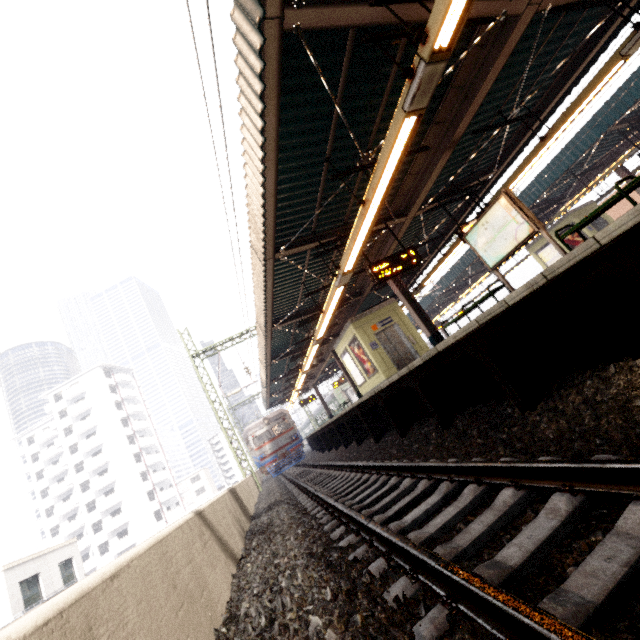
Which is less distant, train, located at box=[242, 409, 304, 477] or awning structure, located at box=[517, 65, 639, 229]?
awning structure, located at box=[517, 65, 639, 229]

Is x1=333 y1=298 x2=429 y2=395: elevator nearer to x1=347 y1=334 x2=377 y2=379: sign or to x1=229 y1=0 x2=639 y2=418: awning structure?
x1=347 y1=334 x2=377 y2=379: sign

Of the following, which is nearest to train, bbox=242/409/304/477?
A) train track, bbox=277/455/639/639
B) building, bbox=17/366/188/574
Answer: train track, bbox=277/455/639/639

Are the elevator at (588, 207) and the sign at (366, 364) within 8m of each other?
no

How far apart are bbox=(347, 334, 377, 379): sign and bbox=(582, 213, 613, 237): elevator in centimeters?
1504cm

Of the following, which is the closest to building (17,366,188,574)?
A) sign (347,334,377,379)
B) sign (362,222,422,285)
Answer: sign (347,334,377,379)

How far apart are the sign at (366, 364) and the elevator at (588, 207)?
15.0m

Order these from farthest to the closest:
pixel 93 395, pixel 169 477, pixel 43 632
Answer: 1. pixel 169 477
2. pixel 93 395
3. pixel 43 632
